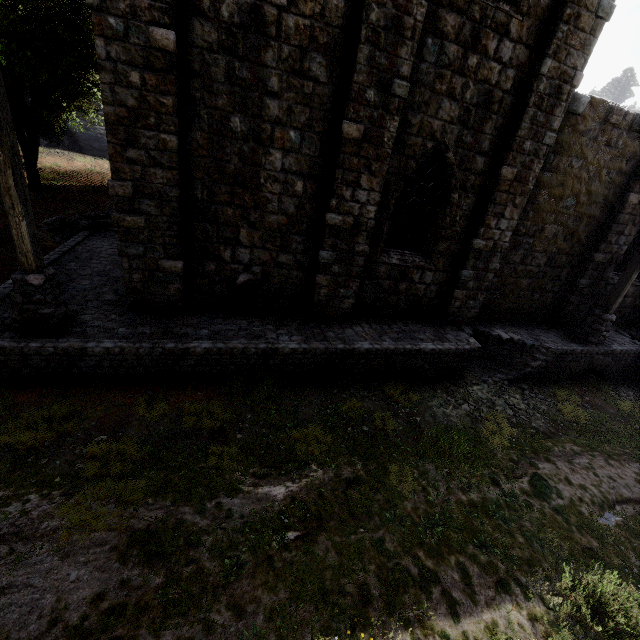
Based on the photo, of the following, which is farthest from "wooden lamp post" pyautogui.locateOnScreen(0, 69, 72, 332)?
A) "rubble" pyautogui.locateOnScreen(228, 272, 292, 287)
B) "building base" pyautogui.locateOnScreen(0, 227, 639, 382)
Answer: "rubble" pyautogui.locateOnScreen(228, 272, 292, 287)

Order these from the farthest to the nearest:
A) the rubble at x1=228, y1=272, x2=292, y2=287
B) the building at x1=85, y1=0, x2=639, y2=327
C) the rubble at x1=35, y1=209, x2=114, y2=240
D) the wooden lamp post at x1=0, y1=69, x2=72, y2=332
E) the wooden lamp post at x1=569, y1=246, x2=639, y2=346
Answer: the rubble at x1=35, y1=209, x2=114, y2=240 < the wooden lamp post at x1=569, y1=246, x2=639, y2=346 < the rubble at x1=228, y1=272, x2=292, y2=287 < the building at x1=85, y1=0, x2=639, y2=327 < the wooden lamp post at x1=0, y1=69, x2=72, y2=332

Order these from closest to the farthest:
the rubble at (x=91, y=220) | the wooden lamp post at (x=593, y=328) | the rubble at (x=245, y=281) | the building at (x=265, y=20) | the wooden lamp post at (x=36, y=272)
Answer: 1. the wooden lamp post at (x=36, y=272)
2. the building at (x=265, y=20)
3. the rubble at (x=245, y=281)
4. the wooden lamp post at (x=593, y=328)
5. the rubble at (x=91, y=220)

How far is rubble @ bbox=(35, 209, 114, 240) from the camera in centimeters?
1298cm

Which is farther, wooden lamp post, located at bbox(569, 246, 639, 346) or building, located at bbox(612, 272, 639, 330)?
building, located at bbox(612, 272, 639, 330)

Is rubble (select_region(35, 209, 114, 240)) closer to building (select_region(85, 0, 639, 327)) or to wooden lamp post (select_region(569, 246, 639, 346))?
building (select_region(85, 0, 639, 327))

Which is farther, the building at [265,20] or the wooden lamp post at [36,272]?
the building at [265,20]

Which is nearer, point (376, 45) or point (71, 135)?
point (376, 45)
